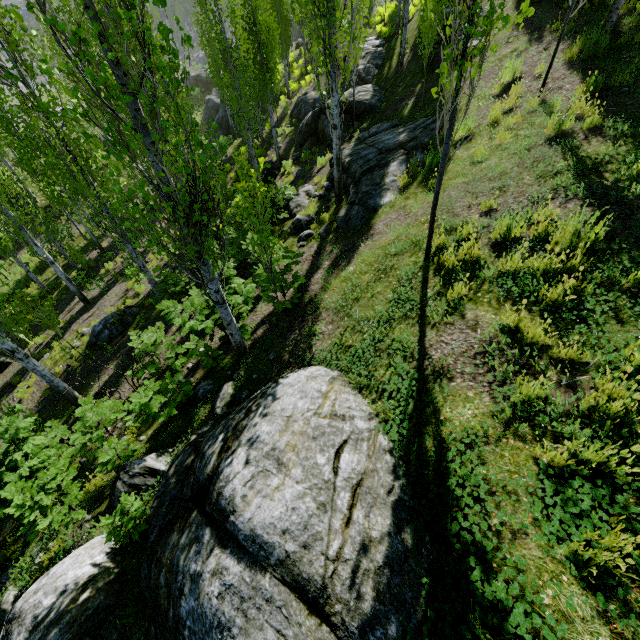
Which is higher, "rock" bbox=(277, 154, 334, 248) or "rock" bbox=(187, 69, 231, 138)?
"rock" bbox=(277, 154, 334, 248)

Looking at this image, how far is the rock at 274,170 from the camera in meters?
17.8 m

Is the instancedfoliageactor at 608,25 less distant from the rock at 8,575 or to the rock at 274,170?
the rock at 8,575

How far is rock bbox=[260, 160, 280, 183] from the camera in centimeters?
1777cm

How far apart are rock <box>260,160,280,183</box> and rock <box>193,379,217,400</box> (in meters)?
14.70

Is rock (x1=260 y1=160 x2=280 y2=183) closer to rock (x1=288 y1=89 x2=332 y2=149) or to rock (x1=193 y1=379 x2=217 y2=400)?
rock (x1=288 y1=89 x2=332 y2=149)

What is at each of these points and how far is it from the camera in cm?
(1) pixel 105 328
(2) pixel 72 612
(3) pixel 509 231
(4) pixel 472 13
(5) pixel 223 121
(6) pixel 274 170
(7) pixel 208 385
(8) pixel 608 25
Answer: (1) rock, 1182
(2) rock, 360
(3) instancedfoliageactor, 457
(4) instancedfoliageactor, 307
(5) rock, 3294
(6) rock, 1797
(7) rock, 607
(8) instancedfoliageactor, 734

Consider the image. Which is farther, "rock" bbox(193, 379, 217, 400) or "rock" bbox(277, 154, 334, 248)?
"rock" bbox(277, 154, 334, 248)
